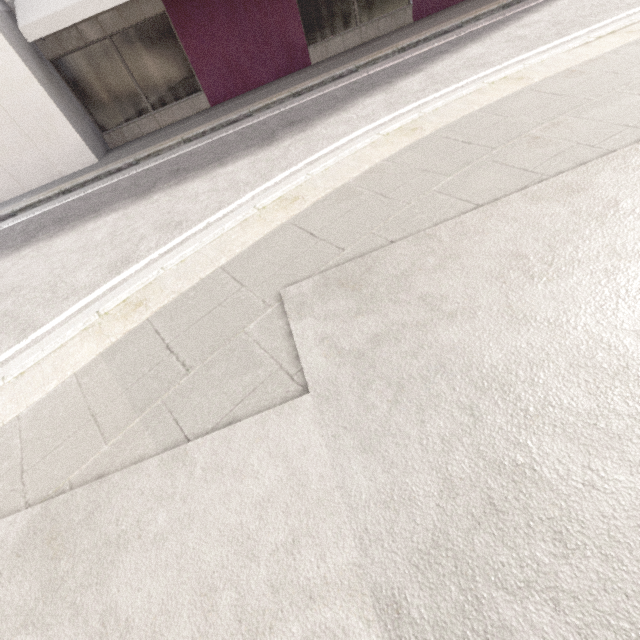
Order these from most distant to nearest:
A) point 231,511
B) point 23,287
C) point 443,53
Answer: point 443,53
point 23,287
point 231,511
